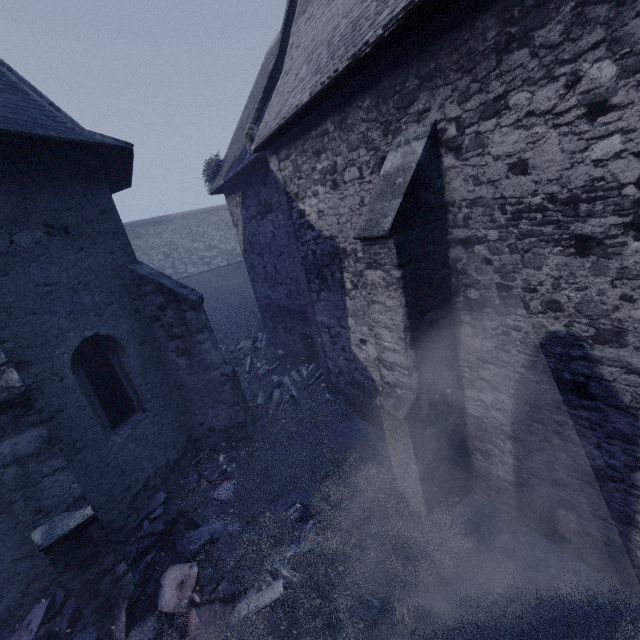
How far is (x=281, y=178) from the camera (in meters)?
7.45

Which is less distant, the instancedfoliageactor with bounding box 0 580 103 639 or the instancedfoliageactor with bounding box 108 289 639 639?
the instancedfoliageactor with bounding box 108 289 639 639

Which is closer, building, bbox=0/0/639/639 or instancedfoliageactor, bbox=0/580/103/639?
building, bbox=0/0/639/639

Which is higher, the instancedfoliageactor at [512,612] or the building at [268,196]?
the building at [268,196]

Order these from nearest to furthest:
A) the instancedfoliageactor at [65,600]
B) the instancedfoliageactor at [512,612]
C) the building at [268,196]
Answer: the building at [268,196] → the instancedfoliageactor at [512,612] → the instancedfoliageactor at [65,600]

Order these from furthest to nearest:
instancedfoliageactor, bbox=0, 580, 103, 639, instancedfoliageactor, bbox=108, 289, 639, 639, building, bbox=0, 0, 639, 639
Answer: instancedfoliageactor, bbox=0, 580, 103, 639
instancedfoliageactor, bbox=108, 289, 639, 639
building, bbox=0, 0, 639, 639

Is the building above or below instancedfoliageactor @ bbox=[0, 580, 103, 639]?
above
